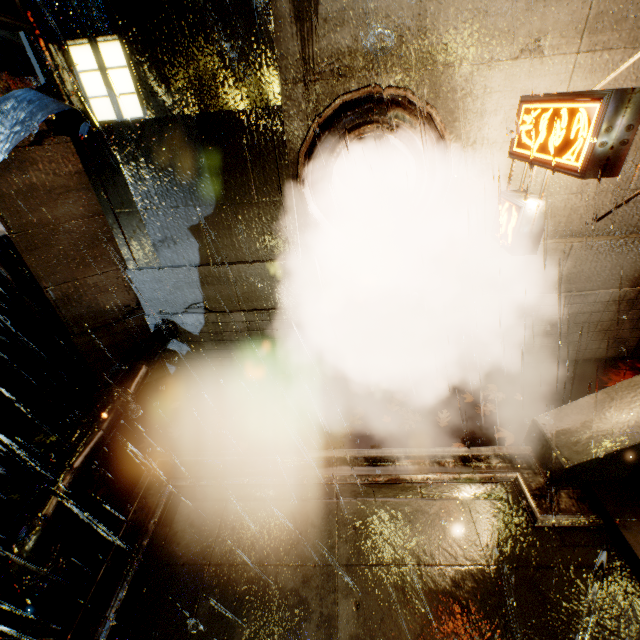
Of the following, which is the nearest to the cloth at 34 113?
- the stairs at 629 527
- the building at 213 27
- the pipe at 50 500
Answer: the building at 213 27

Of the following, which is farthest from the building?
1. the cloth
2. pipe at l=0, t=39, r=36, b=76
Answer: pipe at l=0, t=39, r=36, b=76

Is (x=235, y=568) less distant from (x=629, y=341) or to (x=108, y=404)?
(x=108, y=404)

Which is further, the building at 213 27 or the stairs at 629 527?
the building at 213 27

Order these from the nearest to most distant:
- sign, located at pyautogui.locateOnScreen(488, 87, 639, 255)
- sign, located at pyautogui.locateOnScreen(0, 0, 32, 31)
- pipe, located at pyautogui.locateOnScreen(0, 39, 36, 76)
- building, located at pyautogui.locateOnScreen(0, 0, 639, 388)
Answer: sign, located at pyautogui.locateOnScreen(488, 87, 639, 255) → sign, located at pyautogui.locateOnScreen(0, 0, 32, 31) → building, located at pyautogui.locateOnScreen(0, 0, 639, 388) → pipe, located at pyautogui.locateOnScreen(0, 39, 36, 76)

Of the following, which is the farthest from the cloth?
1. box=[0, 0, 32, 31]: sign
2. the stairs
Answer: the stairs

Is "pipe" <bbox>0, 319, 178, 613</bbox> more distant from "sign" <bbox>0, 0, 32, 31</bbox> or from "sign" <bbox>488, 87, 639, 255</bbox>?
"sign" <bbox>488, 87, 639, 255</bbox>

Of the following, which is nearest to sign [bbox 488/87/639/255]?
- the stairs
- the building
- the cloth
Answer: the building
